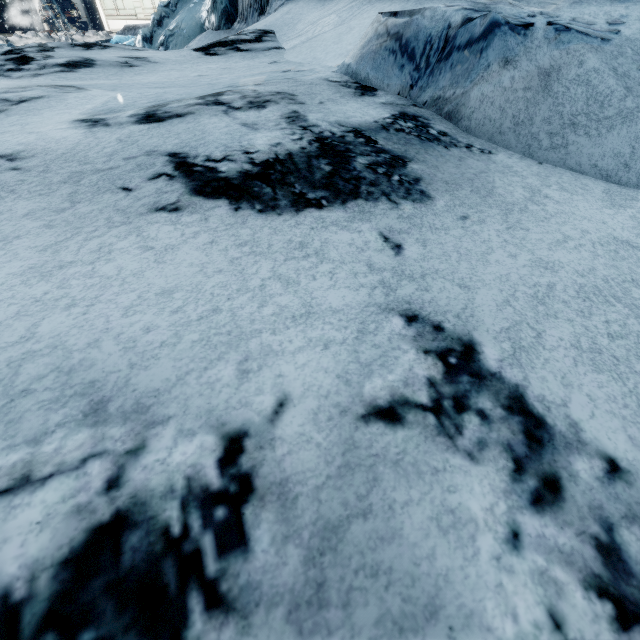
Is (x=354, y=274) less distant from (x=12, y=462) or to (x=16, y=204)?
(x=12, y=462)
